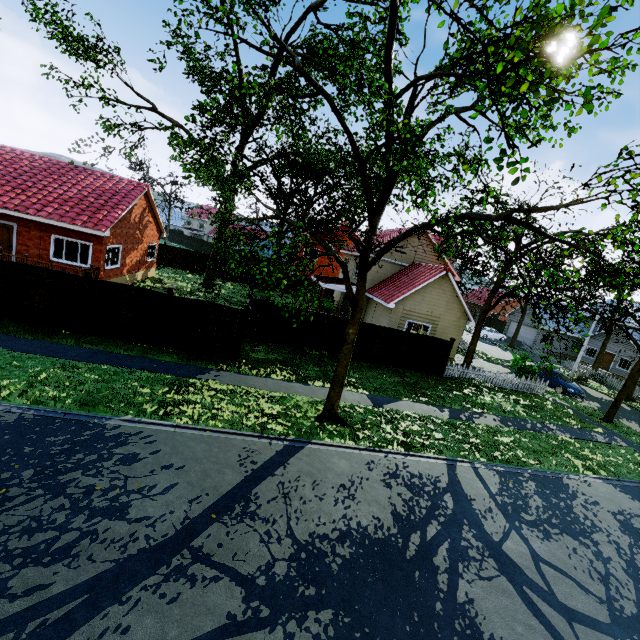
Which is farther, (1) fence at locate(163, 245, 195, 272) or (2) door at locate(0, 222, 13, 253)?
(1) fence at locate(163, 245, 195, 272)

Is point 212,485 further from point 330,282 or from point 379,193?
point 330,282

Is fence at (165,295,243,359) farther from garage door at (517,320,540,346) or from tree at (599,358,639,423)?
garage door at (517,320,540,346)

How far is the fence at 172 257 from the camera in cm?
3396

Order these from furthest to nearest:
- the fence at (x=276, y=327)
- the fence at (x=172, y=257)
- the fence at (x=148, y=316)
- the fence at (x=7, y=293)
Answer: the fence at (x=172, y=257) → the fence at (x=276, y=327) → the fence at (x=148, y=316) → the fence at (x=7, y=293)

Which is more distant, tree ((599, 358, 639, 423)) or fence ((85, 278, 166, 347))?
tree ((599, 358, 639, 423))

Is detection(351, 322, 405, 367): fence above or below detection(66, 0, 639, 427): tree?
below
